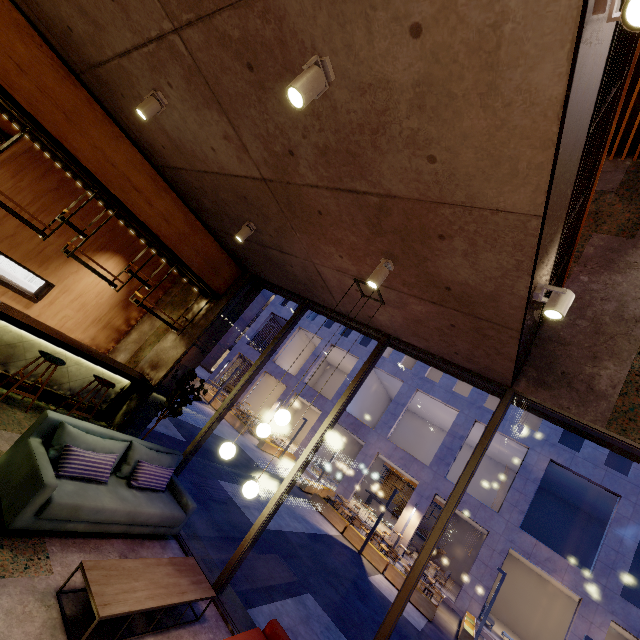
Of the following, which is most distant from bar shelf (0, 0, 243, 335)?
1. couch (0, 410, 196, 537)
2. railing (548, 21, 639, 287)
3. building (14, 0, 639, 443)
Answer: railing (548, 21, 639, 287)

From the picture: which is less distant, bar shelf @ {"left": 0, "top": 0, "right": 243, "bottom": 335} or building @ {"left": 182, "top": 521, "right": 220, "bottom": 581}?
bar shelf @ {"left": 0, "top": 0, "right": 243, "bottom": 335}

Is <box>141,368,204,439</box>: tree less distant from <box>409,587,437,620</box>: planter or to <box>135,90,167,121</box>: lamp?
<box>135,90,167,121</box>: lamp

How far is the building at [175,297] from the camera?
8.3 meters

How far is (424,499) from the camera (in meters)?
18.47

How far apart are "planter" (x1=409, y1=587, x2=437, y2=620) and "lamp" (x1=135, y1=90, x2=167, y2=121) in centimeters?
1554cm

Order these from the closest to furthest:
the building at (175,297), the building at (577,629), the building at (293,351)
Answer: the building at (175,297) < the building at (577,629) < the building at (293,351)

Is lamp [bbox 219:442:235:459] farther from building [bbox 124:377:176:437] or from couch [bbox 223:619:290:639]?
couch [bbox 223:619:290:639]
